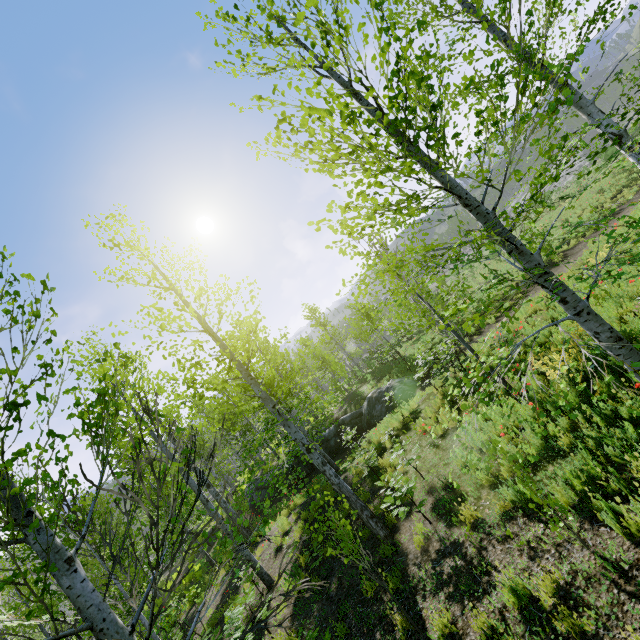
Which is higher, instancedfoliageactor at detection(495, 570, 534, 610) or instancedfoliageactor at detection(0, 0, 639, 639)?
instancedfoliageactor at detection(0, 0, 639, 639)

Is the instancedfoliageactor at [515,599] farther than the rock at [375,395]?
No

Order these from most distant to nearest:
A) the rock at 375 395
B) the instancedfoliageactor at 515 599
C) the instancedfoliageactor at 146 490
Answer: the rock at 375 395 < the instancedfoliageactor at 515 599 < the instancedfoliageactor at 146 490

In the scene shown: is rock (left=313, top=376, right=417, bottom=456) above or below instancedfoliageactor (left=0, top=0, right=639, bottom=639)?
below

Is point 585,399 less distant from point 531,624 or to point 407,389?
point 531,624

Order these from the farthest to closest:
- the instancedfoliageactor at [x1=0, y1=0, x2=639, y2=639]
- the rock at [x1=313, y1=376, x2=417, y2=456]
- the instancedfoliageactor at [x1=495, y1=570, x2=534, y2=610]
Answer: the rock at [x1=313, y1=376, x2=417, y2=456], the instancedfoliageactor at [x1=495, y1=570, x2=534, y2=610], the instancedfoliageactor at [x1=0, y1=0, x2=639, y2=639]

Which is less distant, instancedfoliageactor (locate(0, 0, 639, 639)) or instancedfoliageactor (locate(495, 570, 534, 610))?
instancedfoliageactor (locate(0, 0, 639, 639))
